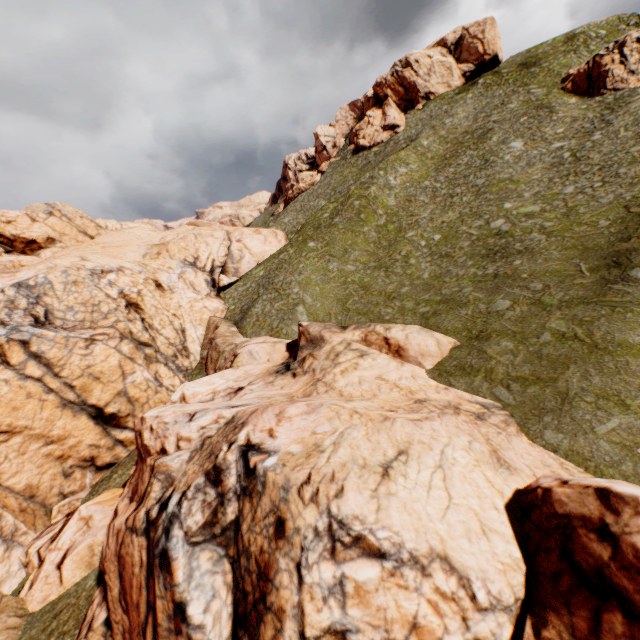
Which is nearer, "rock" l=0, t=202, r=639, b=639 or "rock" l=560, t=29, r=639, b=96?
"rock" l=0, t=202, r=639, b=639

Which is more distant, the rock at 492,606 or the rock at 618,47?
the rock at 618,47

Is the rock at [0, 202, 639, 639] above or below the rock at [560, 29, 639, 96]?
below

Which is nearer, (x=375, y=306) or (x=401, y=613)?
(x=401, y=613)

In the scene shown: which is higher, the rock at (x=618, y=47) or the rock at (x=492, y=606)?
the rock at (x=618, y=47)
